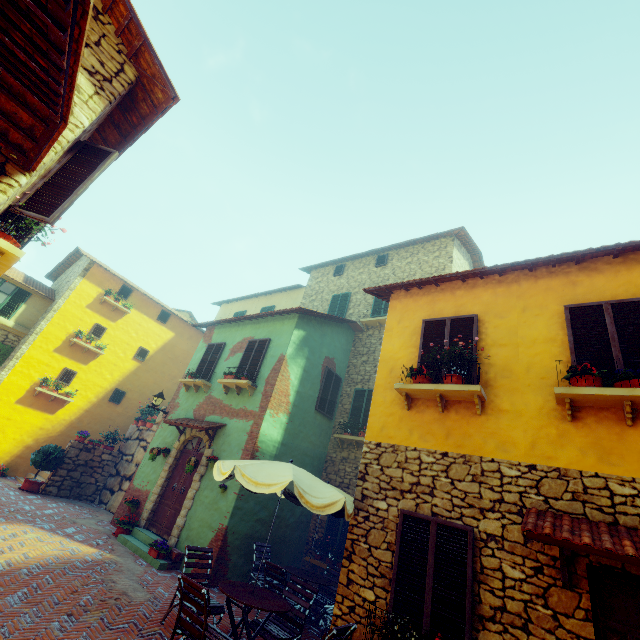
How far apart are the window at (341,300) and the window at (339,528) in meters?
7.2 m

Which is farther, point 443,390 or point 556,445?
point 443,390

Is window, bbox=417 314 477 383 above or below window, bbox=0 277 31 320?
below

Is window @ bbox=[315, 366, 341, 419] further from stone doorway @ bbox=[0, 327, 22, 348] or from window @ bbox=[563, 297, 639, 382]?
Result: stone doorway @ bbox=[0, 327, 22, 348]

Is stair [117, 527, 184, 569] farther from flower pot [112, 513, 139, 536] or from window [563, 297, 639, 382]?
window [563, 297, 639, 382]

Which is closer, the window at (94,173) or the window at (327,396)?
the window at (94,173)

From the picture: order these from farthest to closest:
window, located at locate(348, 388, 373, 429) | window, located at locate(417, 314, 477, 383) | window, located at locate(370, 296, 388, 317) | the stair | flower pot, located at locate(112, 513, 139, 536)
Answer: window, located at locate(370, 296, 388, 317) → window, located at locate(348, 388, 373, 429) → flower pot, located at locate(112, 513, 139, 536) → the stair → window, located at locate(417, 314, 477, 383)

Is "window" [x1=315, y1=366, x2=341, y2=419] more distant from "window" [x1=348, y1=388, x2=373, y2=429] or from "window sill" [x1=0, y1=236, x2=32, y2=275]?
"window sill" [x1=0, y1=236, x2=32, y2=275]
